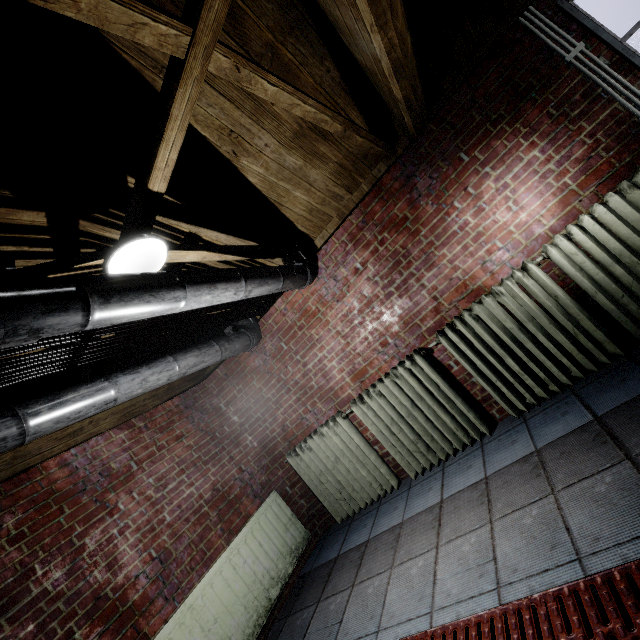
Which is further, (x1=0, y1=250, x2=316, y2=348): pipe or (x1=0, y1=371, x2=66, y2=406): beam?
(x1=0, y1=371, x2=66, y2=406): beam

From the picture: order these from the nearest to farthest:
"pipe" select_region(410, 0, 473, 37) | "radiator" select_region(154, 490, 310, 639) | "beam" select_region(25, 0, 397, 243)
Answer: "beam" select_region(25, 0, 397, 243)
"pipe" select_region(410, 0, 473, 37)
"radiator" select_region(154, 490, 310, 639)

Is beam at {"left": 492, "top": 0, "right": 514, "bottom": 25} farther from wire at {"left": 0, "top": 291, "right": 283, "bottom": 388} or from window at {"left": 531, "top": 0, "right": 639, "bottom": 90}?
wire at {"left": 0, "top": 291, "right": 283, "bottom": 388}

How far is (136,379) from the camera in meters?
1.9 m

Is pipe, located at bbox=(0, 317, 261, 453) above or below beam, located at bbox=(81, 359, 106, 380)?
below

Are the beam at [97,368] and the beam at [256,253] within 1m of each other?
yes

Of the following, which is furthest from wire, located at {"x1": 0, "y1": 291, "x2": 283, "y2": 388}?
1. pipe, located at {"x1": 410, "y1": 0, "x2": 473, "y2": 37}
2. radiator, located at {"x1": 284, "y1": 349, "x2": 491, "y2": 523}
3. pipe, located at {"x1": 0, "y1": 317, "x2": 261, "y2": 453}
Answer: pipe, located at {"x1": 410, "y1": 0, "x2": 473, "y2": 37}

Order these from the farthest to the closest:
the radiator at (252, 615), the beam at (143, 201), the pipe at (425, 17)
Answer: the radiator at (252, 615), the pipe at (425, 17), the beam at (143, 201)
